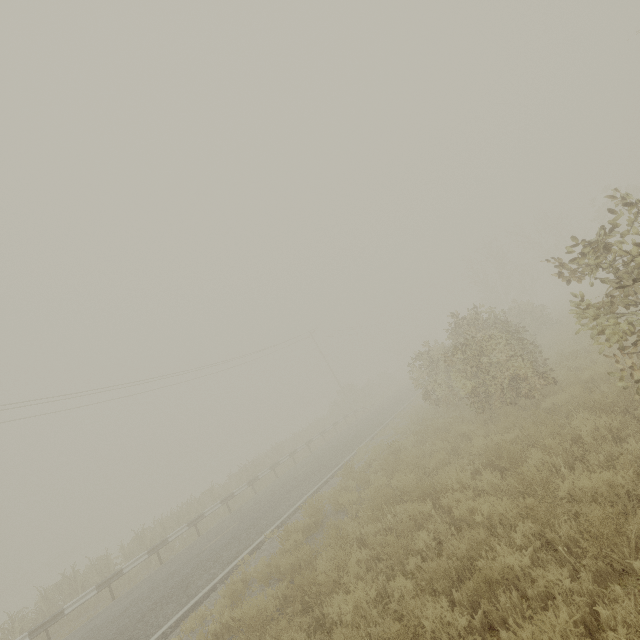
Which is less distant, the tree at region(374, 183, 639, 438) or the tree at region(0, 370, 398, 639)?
the tree at region(374, 183, 639, 438)

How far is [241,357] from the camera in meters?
33.1 m

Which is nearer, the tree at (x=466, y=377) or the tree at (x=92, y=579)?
the tree at (x=466, y=377)
